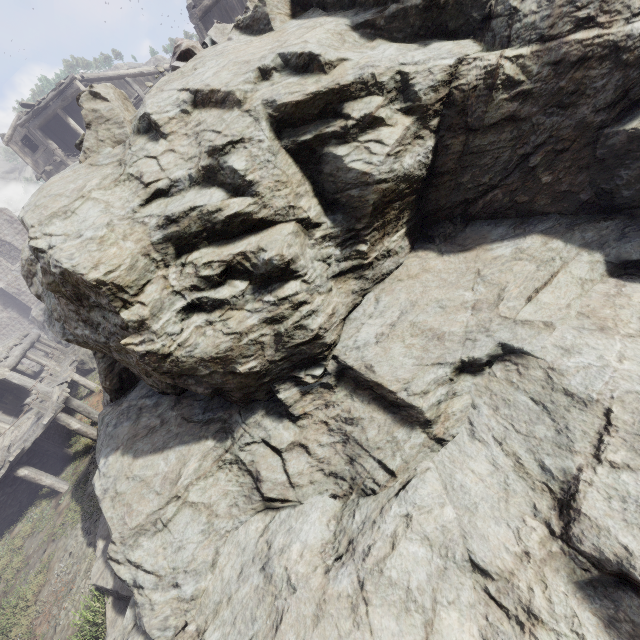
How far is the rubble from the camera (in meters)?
4.76

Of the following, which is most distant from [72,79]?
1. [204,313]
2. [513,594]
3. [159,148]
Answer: [513,594]

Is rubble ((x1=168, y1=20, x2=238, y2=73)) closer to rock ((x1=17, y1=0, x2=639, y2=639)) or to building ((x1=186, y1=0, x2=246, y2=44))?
rock ((x1=17, y1=0, x2=639, y2=639))

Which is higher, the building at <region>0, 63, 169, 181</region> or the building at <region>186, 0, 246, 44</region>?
the building at <region>0, 63, 169, 181</region>

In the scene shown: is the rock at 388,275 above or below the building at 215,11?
below

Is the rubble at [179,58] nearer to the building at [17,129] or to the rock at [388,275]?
the rock at [388,275]
